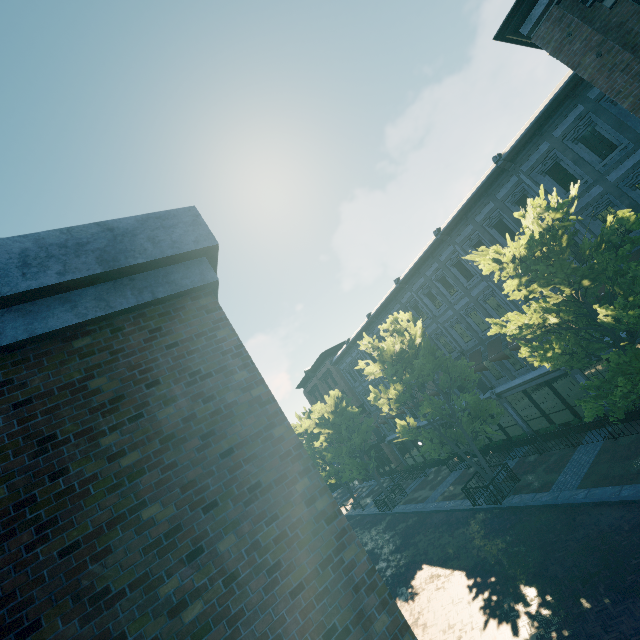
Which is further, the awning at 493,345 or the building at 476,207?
the awning at 493,345

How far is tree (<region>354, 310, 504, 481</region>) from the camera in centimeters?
1702cm

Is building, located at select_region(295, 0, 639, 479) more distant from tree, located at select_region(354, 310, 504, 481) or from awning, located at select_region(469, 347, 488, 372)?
tree, located at select_region(354, 310, 504, 481)

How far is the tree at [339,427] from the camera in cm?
2636

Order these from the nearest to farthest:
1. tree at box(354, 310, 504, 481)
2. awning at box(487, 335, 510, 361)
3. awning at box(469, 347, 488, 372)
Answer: tree at box(354, 310, 504, 481)
awning at box(487, 335, 510, 361)
awning at box(469, 347, 488, 372)

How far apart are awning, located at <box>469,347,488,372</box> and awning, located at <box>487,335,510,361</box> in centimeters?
50cm

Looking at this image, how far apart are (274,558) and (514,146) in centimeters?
1867cm

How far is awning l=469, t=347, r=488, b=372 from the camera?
20.3m
